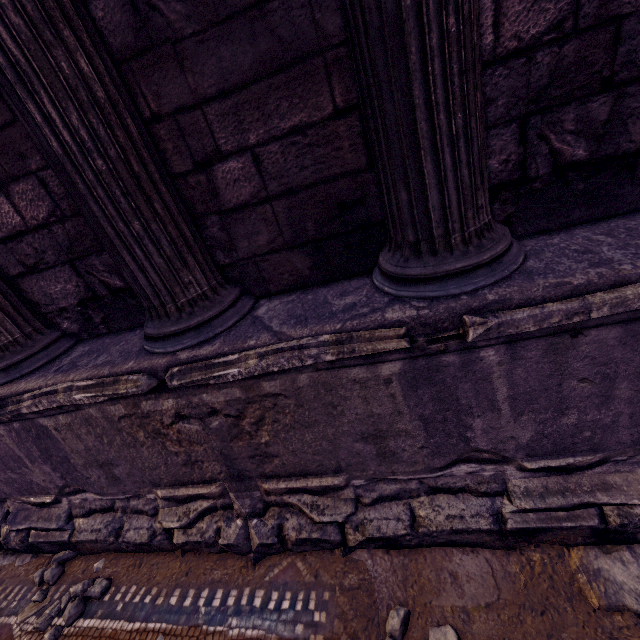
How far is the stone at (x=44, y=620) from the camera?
2.1m

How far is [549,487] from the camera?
1.7m

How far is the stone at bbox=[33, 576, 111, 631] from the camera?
2.1m

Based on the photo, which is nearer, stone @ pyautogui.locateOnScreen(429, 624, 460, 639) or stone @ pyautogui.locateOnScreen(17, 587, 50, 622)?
stone @ pyautogui.locateOnScreen(429, 624, 460, 639)

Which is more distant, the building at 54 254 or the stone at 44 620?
the stone at 44 620

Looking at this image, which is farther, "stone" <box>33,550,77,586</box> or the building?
"stone" <box>33,550,77,586</box>

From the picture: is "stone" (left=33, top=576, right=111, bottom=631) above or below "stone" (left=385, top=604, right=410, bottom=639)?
above
